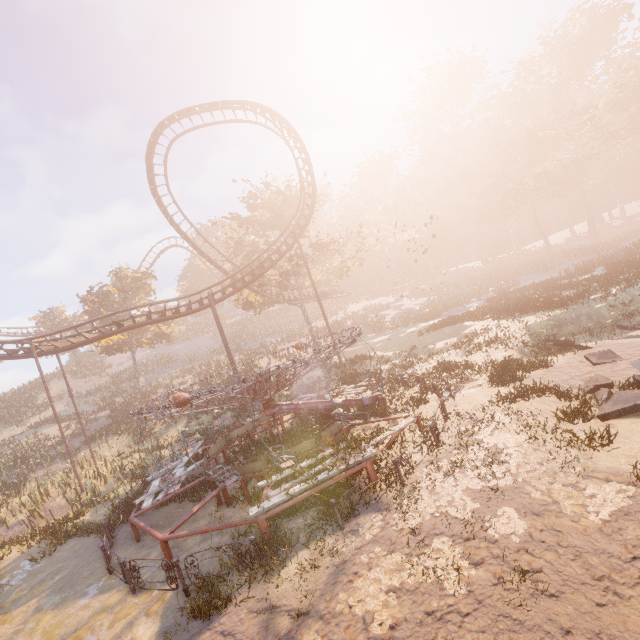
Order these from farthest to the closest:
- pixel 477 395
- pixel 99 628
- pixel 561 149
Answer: pixel 561 149 < pixel 477 395 < pixel 99 628

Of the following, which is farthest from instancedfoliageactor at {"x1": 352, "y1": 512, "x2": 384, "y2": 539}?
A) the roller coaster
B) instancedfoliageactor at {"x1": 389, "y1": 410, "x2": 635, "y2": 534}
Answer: the roller coaster

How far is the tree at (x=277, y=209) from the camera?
32.19m

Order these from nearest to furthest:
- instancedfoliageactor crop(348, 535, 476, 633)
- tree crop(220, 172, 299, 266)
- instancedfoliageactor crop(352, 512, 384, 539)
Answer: instancedfoliageactor crop(348, 535, 476, 633)
instancedfoliageactor crop(352, 512, 384, 539)
tree crop(220, 172, 299, 266)

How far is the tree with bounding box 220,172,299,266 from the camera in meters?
32.2 m

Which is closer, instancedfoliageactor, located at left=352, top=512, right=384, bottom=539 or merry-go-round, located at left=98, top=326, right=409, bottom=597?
instancedfoliageactor, located at left=352, top=512, right=384, bottom=539

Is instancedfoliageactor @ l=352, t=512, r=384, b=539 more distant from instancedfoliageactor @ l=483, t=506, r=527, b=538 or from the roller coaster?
the roller coaster
